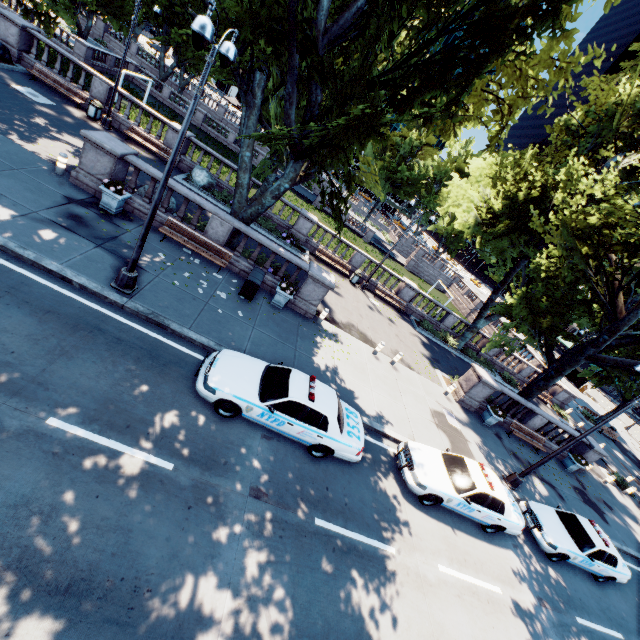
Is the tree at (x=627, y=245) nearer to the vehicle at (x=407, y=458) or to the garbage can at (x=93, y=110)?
the garbage can at (x=93, y=110)

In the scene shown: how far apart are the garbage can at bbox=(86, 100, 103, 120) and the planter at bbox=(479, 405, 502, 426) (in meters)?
28.94

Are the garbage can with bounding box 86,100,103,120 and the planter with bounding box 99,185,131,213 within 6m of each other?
no

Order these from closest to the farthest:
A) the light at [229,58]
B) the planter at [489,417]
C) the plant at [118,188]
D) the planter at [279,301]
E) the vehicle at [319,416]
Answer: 1. the light at [229,58]
2. the vehicle at [319,416]
3. the plant at [118,188]
4. the planter at [279,301]
5. the planter at [489,417]

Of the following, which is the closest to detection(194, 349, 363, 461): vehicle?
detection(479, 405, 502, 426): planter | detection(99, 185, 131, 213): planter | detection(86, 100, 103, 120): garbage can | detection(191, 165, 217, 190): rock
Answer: detection(99, 185, 131, 213): planter

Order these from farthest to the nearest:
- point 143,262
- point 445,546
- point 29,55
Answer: point 29,55 < point 143,262 < point 445,546

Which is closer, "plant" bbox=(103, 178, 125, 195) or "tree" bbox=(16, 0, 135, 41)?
"plant" bbox=(103, 178, 125, 195)

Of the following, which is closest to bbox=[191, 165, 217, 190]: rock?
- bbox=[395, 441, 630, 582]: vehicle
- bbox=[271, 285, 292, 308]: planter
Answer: bbox=[271, 285, 292, 308]: planter
